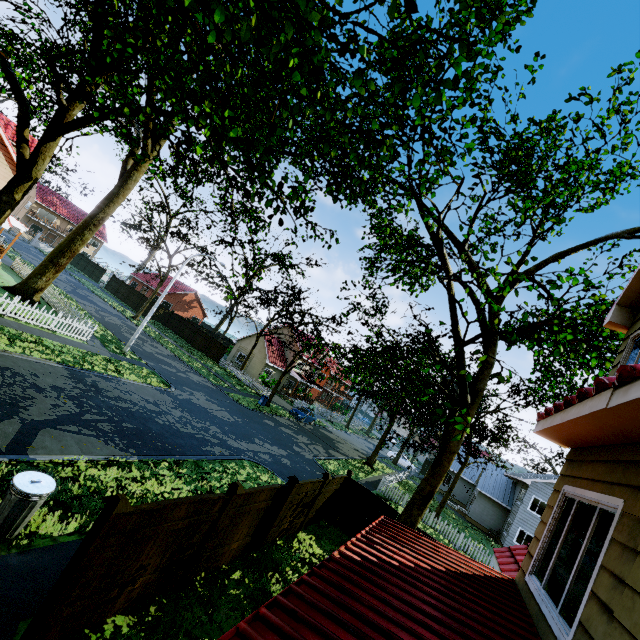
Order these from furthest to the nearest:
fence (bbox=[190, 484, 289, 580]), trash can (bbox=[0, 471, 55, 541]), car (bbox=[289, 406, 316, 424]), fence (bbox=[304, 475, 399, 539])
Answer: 1. car (bbox=[289, 406, 316, 424])
2. fence (bbox=[304, 475, 399, 539])
3. fence (bbox=[190, 484, 289, 580])
4. trash can (bbox=[0, 471, 55, 541])

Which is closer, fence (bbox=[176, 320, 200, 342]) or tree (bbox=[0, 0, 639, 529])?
tree (bbox=[0, 0, 639, 529])

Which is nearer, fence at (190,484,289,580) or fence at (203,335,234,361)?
fence at (190,484,289,580)

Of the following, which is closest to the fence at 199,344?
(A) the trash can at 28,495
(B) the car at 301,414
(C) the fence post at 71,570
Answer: (C) the fence post at 71,570

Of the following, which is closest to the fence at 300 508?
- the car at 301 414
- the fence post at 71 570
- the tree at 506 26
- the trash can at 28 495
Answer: the fence post at 71 570

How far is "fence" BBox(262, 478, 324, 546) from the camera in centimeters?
958cm

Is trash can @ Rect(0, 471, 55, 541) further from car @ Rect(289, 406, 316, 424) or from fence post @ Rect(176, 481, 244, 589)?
car @ Rect(289, 406, 316, 424)

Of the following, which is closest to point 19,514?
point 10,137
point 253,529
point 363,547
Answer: point 253,529
